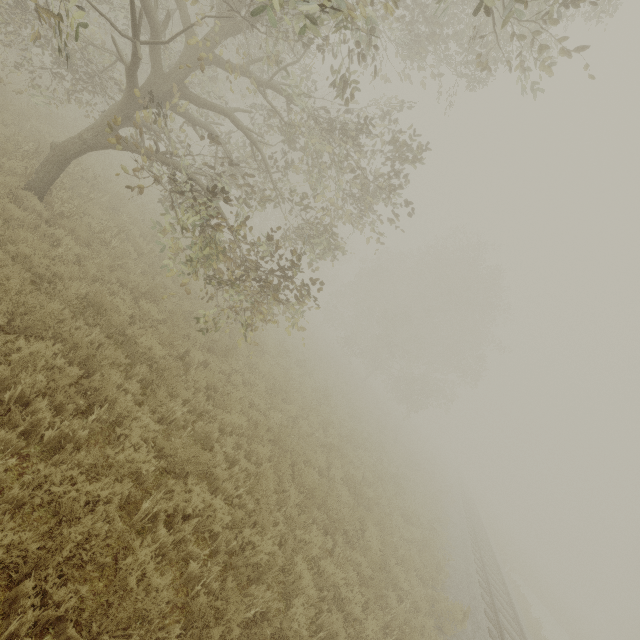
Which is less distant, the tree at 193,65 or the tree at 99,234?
the tree at 193,65

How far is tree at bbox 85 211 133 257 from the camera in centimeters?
823cm

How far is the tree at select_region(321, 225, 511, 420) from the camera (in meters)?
29.12

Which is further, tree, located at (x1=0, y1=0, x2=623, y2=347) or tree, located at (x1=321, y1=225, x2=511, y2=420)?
tree, located at (x1=321, y1=225, x2=511, y2=420)

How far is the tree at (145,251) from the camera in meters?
7.2

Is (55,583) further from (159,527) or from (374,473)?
(374,473)

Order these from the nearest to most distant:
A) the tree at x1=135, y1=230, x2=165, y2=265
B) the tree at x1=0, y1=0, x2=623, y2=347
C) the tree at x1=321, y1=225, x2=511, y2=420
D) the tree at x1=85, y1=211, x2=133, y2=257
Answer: the tree at x1=0, y1=0, x2=623, y2=347 < the tree at x1=135, y1=230, x2=165, y2=265 < the tree at x1=85, y1=211, x2=133, y2=257 < the tree at x1=321, y1=225, x2=511, y2=420
